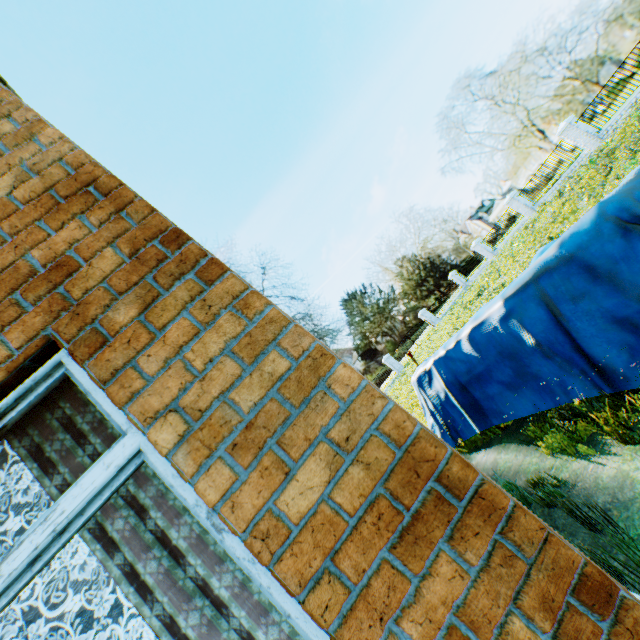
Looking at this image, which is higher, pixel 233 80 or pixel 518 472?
pixel 233 80

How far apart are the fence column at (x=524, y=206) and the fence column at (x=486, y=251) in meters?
4.8

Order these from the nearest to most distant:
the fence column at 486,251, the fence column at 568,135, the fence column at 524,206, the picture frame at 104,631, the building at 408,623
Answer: the building at 408,623, the picture frame at 104,631, the fence column at 568,135, the fence column at 524,206, the fence column at 486,251

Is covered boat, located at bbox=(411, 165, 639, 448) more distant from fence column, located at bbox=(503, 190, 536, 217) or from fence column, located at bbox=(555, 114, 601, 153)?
fence column, located at bbox=(503, 190, 536, 217)

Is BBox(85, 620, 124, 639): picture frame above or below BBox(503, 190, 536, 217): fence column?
above

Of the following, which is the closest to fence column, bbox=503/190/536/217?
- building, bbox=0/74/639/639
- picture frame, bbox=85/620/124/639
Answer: building, bbox=0/74/639/639

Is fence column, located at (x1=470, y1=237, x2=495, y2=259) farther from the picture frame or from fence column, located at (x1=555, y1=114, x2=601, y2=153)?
the picture frame

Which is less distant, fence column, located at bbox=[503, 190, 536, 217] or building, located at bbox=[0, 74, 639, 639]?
building, located at bbox=[0, 74, 639, 639]
